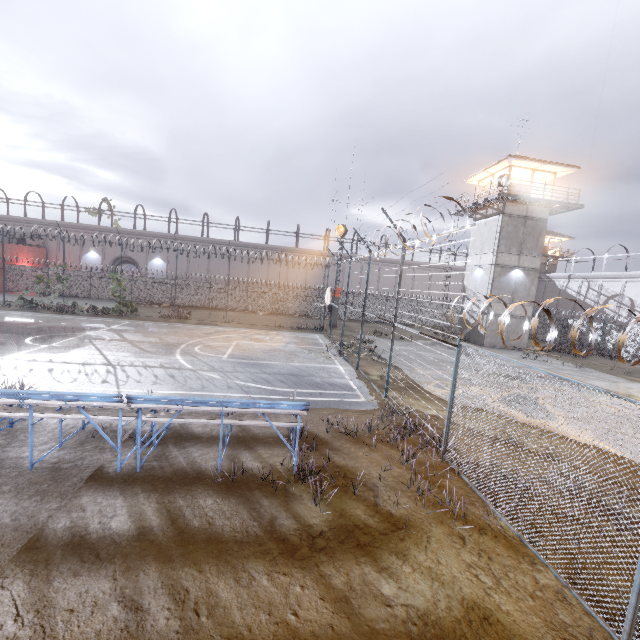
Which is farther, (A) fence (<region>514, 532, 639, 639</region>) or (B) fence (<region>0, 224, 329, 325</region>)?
(B) fence (<region>0, 224, 329, 325</region>)

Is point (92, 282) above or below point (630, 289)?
below

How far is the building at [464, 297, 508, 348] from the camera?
26.3 meters

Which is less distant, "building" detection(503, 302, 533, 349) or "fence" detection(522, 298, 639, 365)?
"fence" detection(522, 298, 639, 365)

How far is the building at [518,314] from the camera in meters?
26.6 m

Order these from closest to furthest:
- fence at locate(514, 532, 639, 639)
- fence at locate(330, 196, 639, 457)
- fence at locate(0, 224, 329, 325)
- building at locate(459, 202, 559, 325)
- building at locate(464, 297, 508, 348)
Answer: fence at locate(514, 532, 639, 639) → fence at locate(330, 196, 639, 457) → building at locate(459, 202, 559, 325) → building at locate(464, 297, 508, 348) → fence at locate(0, 224, 329, 325)

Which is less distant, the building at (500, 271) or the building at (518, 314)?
the building at (500, 271)

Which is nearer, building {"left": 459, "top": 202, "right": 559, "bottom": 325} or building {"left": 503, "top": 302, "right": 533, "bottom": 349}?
building {"left": 459, "top": 202, "right": 559, "bottom": 325}
